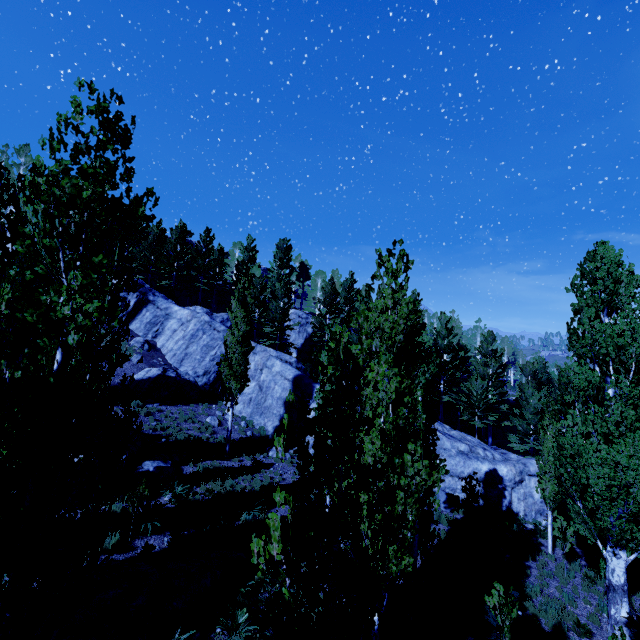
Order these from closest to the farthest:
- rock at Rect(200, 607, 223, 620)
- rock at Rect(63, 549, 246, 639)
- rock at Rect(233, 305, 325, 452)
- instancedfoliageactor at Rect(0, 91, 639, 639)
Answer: Answer:
1. instancedfoliageactor at Rect(0, 91, 639, 639)
2. rock at Rect(63, 549, 246, 639)
3. rock at Rect(200, 607, 223, 620)
4. rock at Rect(233, 305, 325, 452)

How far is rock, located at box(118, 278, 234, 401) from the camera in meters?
23.5

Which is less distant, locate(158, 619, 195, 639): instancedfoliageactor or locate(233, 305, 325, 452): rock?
locate(158, 619, 195, 639): instancedfoliageactor

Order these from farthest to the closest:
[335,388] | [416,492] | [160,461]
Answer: [160,461] < [416,492] < [335,388]

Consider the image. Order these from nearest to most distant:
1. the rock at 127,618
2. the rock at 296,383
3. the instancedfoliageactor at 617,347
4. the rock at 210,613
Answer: the instancedfoliageactor at 617,347
the rock at 127,618
the rock at 210,613
the rock at 296,383

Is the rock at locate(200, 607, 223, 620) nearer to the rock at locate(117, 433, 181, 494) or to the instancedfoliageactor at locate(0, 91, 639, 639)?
the instancedfoliageactor at locate(0, 91, 639, 639)

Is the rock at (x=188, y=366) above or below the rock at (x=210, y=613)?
above

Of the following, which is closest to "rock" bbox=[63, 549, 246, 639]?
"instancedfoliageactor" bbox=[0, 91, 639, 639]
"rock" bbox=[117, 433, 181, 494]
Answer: "instancedfoliageactor" bbox=[0, 91, 639, 639]
